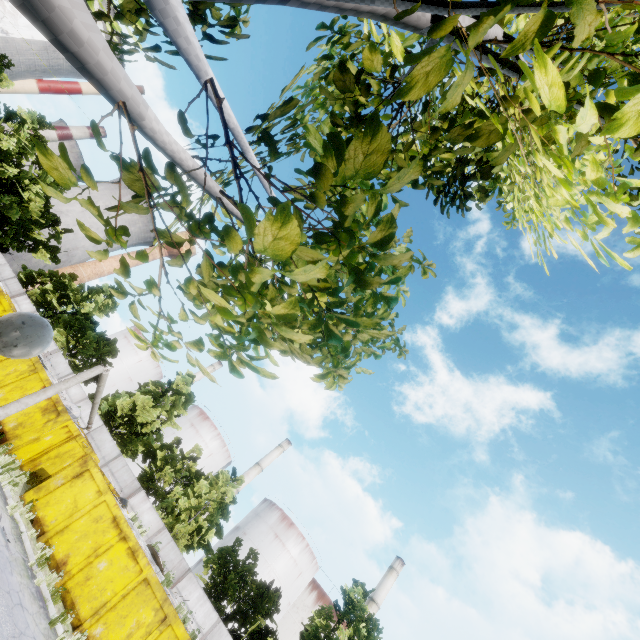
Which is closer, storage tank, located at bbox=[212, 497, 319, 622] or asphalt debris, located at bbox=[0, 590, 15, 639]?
asphalt debris, located at bbox=[0, 590, 15, 639]

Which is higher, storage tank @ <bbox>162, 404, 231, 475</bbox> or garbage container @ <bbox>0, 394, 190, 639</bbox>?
storage tank @ <bbox>162, 404, 231, 475</bbox>

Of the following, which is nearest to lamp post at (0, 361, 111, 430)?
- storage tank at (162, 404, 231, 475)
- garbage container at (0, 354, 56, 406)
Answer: garbage container at (0, 354, 56, 406)

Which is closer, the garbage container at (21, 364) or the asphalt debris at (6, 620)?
the asphalt debris at (6, 620)

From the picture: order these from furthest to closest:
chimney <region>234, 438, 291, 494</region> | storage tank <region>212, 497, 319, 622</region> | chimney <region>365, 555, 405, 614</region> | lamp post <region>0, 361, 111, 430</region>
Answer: chimney <region>234, 438, 291, 494</region> < storage tank <region>212, 497, 319, 622</region> < chimney <region>365, 555, 405, 614</region> < lamp post <region>0, 361, 111, 430</region>

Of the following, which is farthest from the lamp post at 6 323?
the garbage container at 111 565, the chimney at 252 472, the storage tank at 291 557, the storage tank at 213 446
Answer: the storage tank at 213 446

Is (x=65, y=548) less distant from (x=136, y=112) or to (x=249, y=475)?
(x=136, y=112)

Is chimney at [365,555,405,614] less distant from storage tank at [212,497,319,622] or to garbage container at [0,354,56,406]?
storage tank at [212,497,319,622]
